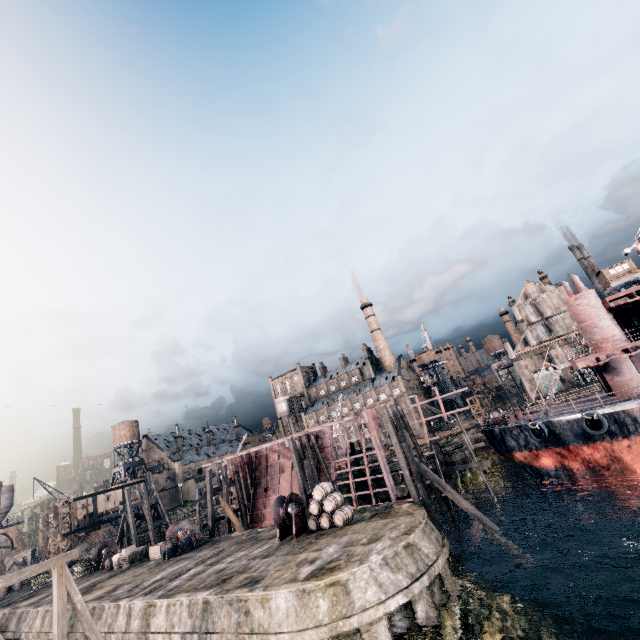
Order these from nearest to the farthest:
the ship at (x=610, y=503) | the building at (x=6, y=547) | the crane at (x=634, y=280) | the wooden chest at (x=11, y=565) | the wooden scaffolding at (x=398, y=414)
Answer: the wooden scaffolding at (x=398, y=414)
the ship at (x=610, y=503)
the wooden chest at (x=11, y=565)
the building at (x=6, y=547)
the crane at (x=634, y=280)

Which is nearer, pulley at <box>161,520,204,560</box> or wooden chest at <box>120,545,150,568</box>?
pulley at <box>161,520,204,560</box>

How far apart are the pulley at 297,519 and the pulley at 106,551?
24.3 meters

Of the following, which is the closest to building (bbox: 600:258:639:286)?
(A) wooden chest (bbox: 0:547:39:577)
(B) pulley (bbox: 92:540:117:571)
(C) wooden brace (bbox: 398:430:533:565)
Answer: (C) wooden brace (bbox: 398:430:533:565)

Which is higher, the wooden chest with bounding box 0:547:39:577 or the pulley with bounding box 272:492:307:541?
the wooden chest with bounding box 0:547:39:577

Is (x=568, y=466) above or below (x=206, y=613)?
below

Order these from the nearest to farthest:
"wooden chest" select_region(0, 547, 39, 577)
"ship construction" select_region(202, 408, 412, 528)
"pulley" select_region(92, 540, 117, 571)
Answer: "ship construction" select_region(202, 408, 412, 528)
"pulley" select_region(92, 540, 117, 571)
"wooden chest" select_region(0, 547, 39, 577)

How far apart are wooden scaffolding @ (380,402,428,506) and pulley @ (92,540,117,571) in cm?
3314
